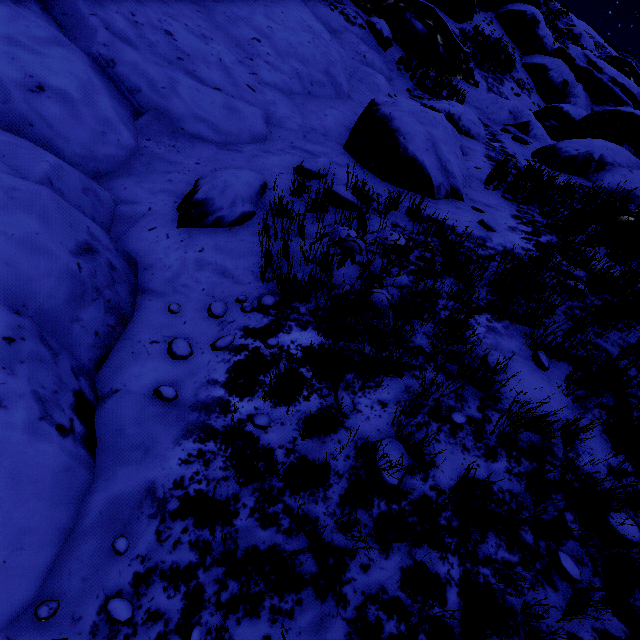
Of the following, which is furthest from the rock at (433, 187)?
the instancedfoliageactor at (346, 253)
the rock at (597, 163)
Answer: the instancedfoliageactor at (346, 253)

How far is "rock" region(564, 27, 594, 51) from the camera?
29.6m

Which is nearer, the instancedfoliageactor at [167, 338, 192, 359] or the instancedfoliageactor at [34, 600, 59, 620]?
the instancedfoliageactor at [34, 600, 59, 620]

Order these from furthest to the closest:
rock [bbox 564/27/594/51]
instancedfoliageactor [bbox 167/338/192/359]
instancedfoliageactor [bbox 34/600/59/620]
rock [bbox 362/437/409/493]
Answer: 1. rock [bbox 564/27/594/51]
2. instancedfoliageactor [bbox 167/338/192/359]
3. rock [bbox 362/437/409/493]
4. instancedfoliageactor [bbox 34/600/59/620]

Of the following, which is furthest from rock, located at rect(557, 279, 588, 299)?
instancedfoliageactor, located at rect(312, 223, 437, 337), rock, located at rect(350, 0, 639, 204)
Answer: instancedfoliageactor, located at rect(312, 223, 437, 337)

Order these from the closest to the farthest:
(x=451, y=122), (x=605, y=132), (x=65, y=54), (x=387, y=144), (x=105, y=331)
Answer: (x=105, y=331) → (x=65, y=54) → (x=387, y=144) → (x=451, y=122) → (x=605, y=132)

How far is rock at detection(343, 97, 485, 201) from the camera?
5.00m
